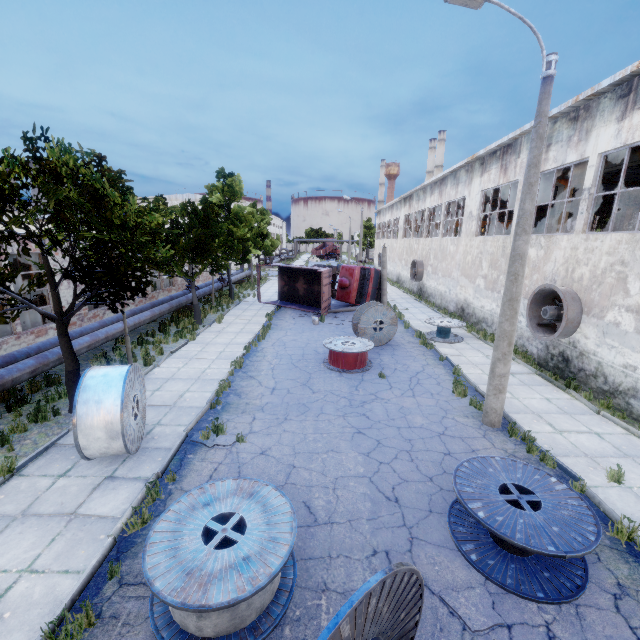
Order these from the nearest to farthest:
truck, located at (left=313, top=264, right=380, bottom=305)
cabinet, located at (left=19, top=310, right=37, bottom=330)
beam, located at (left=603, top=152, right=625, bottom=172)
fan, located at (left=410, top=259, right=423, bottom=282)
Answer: beam, located at (left=603, top=152, right=625, bottom=172) < cabinet, located at (left=19, top=310, right=37, bottom=330) < truck, located at (left=313, top=264, right=380, bottom=305) < fan, located at (left=410, top=259, right=423, bottom=282)

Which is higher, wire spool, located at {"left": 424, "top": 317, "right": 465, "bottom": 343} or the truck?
the truck

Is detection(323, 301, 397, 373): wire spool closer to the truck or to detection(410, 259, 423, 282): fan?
the truck

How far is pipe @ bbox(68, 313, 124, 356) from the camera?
11.6 meters

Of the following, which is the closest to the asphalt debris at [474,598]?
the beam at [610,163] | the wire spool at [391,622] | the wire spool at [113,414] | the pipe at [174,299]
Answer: the wire spool at [391,622]

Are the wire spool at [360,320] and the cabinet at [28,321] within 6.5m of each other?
no

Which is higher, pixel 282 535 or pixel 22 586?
pixel 282 535

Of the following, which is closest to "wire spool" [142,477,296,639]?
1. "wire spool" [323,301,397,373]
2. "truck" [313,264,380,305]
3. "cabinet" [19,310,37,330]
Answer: "wire spool" [323,301,397,373]
